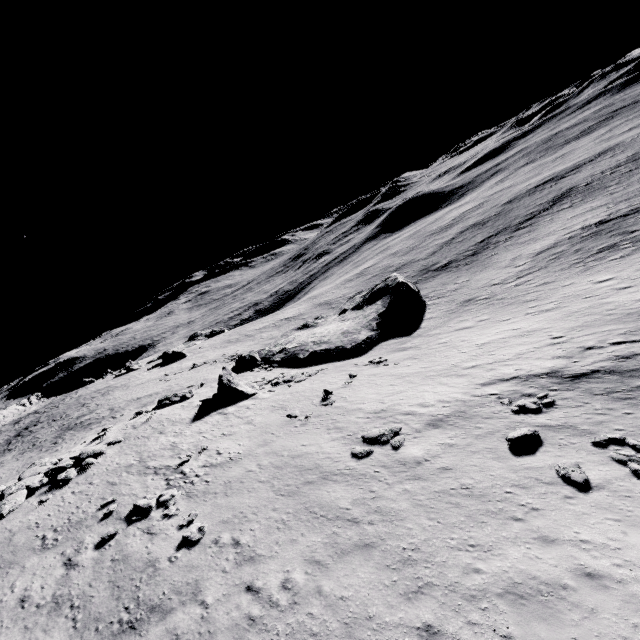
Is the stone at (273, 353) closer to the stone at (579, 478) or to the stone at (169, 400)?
the stone at (169, 400)

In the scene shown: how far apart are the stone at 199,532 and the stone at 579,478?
13.5m

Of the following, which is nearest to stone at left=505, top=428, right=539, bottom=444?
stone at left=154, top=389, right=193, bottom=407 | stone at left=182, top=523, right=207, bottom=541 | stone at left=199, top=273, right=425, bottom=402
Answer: Result: stone at left=182, top=523, right=207, bottom=541

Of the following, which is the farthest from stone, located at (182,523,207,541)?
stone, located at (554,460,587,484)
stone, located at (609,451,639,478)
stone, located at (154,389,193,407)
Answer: stone, located at (154,389,193,407)

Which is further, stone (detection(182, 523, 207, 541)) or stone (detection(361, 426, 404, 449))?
stone (detection(361, 426, 404, 449))

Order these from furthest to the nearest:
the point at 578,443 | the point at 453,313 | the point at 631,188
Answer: the point at 631,188 → the point at 453,313 → the point at 578,443

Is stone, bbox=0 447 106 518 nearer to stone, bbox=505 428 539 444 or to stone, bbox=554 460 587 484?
stone, bbox=505 428 539 444

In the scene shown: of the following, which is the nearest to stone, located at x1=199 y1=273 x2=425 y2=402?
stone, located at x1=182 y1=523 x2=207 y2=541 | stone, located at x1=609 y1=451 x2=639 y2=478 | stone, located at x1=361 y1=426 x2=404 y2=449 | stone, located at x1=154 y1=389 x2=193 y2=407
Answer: stone, located at x1=154 y1=389 x2=193 y2=407
